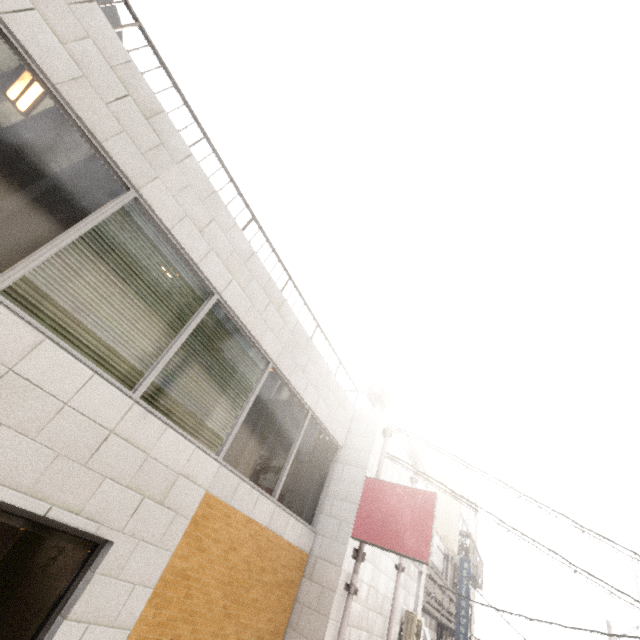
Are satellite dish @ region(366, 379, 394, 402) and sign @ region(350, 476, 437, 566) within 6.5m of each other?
yes

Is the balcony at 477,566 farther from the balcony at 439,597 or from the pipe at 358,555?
the pipe at 358,555

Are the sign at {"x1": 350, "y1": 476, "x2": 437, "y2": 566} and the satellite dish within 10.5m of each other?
yes

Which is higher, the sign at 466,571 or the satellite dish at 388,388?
the satellite dish at 388,388

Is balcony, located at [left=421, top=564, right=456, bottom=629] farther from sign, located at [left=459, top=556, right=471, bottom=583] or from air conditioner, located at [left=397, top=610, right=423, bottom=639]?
air conditioner, located at [left=397, top=610, right=423, bottom=639]

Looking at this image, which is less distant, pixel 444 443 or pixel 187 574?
pixel 187 574

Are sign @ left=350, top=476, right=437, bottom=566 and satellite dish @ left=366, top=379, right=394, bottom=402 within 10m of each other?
yes

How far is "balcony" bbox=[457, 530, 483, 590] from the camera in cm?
1518
